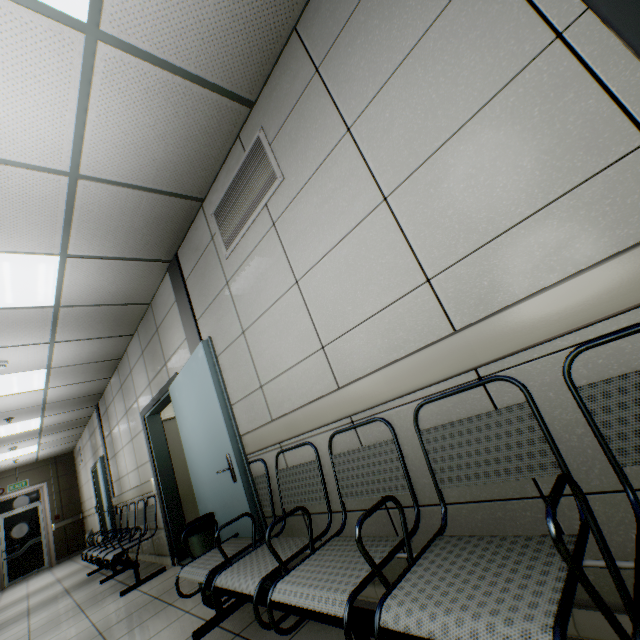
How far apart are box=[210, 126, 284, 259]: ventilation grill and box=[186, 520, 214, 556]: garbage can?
2.4 meters

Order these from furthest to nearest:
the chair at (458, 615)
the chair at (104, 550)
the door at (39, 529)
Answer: the door at (39, 529), the chair at (104, 550), the chair at (458, 615)

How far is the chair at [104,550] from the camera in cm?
416

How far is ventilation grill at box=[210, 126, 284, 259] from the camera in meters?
2.3 m

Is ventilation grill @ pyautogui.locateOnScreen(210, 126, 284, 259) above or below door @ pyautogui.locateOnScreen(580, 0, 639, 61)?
above

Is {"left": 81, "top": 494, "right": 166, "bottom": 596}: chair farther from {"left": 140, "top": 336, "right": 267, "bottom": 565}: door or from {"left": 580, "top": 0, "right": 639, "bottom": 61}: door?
{"left": 580, "top": 0, "right": 639, "bottom": 61}: door

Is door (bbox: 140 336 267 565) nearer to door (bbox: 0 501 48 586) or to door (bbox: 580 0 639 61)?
door (bbox: 580 0 639 61)

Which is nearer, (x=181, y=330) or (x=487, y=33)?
(x=487, y=33)
